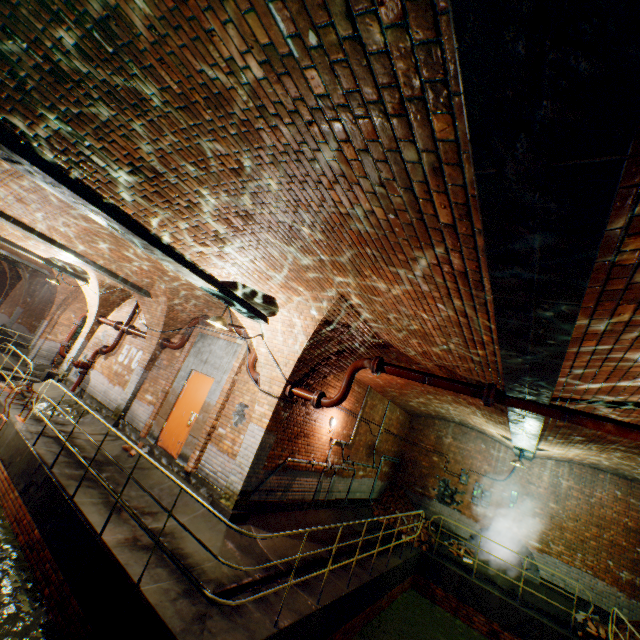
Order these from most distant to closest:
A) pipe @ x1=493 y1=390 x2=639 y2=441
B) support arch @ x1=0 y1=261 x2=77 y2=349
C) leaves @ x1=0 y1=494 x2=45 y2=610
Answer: support arch @ x1=0 y1=261 x2=77 y2=349 < leaves @ x1=0 y1=494 x2=45 y2=610 < pipe @ x1=493 y1=390 x2=639 y2=441

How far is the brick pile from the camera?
13.08m

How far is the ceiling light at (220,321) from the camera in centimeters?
602cm

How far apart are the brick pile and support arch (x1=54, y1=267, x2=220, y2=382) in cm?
998

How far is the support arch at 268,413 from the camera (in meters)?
6.54

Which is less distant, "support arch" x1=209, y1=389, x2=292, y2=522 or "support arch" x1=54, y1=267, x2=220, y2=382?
"support arch" x1=209, y1=389, x2=292, y2=522

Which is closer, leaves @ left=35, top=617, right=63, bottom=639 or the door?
leaves @ left=35, top=617, right=63, bottom=639

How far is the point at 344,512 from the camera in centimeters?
1039cm
